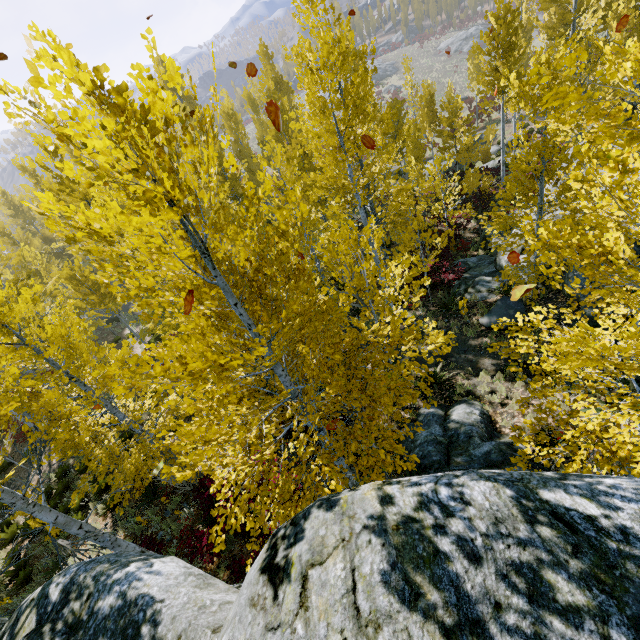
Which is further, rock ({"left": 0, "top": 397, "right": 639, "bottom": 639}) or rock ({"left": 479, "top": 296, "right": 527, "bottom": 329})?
rock ({"left": 479, "top": 296, "right": 527, "bottom": 329})

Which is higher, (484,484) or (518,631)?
(518,631)

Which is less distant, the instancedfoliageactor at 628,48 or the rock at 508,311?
the instancedfoliageactor at 628,48

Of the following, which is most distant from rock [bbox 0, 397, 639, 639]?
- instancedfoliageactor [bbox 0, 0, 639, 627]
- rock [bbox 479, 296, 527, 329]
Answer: rock [bbox 479, 296, 527, 329]

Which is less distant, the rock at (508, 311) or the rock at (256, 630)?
the rock at (256, 630)

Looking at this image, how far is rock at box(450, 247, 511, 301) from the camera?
12.9m

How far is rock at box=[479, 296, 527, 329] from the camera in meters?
10.5 m
